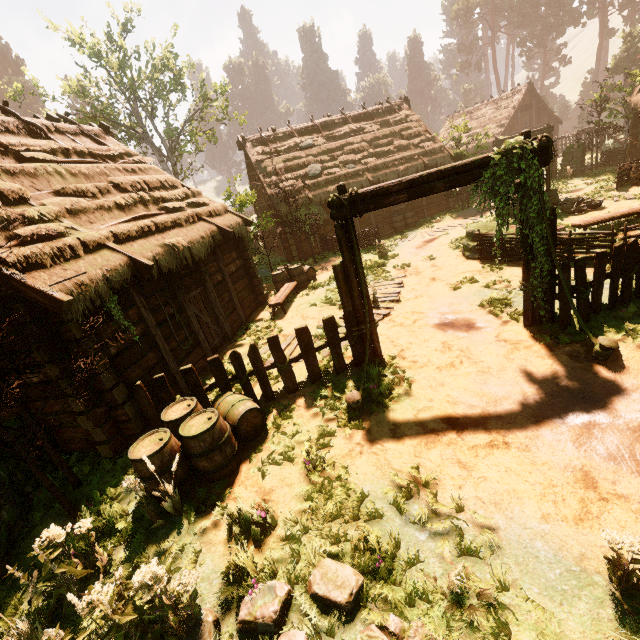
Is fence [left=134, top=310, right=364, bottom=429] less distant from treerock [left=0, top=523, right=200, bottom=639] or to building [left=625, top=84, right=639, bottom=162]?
treerock [left=0, top=523, right=200, bottom=639]

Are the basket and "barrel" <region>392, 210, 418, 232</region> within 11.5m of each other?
yes

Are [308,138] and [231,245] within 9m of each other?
no

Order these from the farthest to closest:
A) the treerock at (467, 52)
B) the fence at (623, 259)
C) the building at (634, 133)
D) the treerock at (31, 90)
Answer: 1. the treerock at (467, 52)
2. the building at (634, 133)
3. the treerock at (31, 90)
4. the fence at (623, 259)

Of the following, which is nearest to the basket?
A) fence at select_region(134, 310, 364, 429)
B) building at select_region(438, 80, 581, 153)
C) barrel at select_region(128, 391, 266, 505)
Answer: building at select_region(438, 80, 581, 153)

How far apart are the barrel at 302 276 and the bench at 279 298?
0.2m

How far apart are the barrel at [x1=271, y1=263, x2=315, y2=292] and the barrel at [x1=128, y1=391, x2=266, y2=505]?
7.7m

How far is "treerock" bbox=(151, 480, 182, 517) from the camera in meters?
4.6 m
